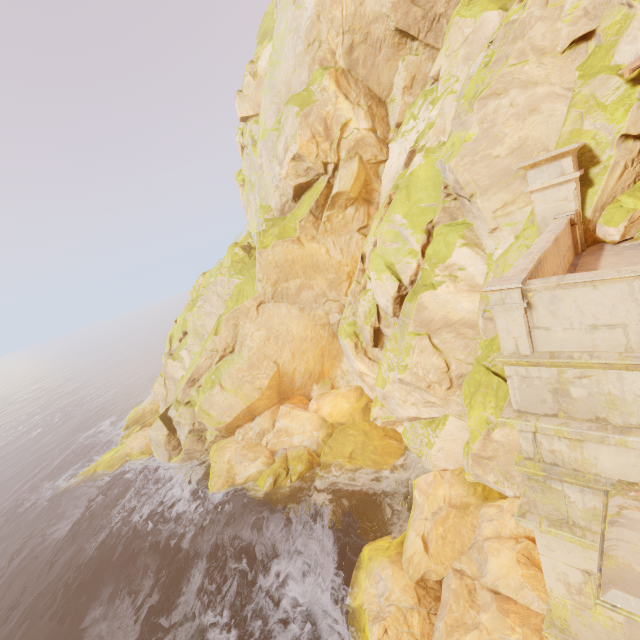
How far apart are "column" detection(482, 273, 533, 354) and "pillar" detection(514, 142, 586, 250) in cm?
590

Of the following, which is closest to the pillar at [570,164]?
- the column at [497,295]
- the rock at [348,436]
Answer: the rock at [348,436]

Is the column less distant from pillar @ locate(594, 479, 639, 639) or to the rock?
pillar @ locate(594, 479, 639, 639)

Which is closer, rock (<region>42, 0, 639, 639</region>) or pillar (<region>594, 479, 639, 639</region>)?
pillar (<region>594, 479, 639, 639</region>)

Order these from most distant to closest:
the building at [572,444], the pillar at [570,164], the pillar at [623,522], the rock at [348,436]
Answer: A: the rock at [348,436] → the pillar at [570,164] → the building at [572,444] → the pillar at [623,522]

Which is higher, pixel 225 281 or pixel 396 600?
pixel 225 281

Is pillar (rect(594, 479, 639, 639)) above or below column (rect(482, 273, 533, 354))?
below

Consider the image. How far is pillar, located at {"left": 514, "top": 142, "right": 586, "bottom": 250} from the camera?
8.0 meters
